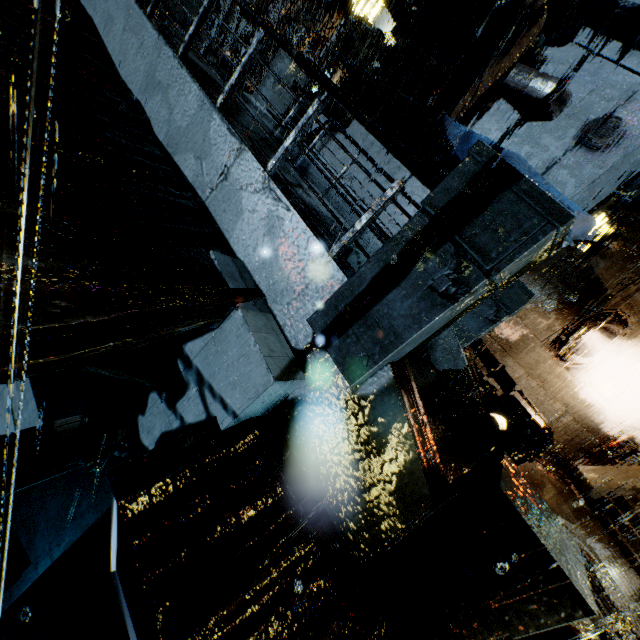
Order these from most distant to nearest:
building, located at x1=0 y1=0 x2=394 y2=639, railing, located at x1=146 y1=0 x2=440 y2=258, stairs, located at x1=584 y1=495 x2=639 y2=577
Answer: stairs, located at x1=584 y1=495 x2=639 y2=577 → railing, located at x1=146 y1=0 x2=440 y2=258 → building, located at x1=0 y1=0 x2=394 y2=639

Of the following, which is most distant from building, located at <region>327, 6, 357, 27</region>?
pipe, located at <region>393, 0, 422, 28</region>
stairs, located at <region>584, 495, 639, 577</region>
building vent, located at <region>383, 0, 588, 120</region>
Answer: pipe, located at <region>393, 0, 422, 28</region>

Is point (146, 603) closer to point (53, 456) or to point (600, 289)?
point (53, 456)

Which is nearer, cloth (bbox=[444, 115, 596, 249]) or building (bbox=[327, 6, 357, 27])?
cloth (bbox=[444, 115, 596, 249])

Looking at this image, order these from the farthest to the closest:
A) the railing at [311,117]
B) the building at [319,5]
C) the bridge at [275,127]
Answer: the building at [319,5]
the bridge at [275,127]
the railing at [311,117]

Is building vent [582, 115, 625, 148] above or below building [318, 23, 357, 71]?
above

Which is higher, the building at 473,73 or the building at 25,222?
the building at 473,73

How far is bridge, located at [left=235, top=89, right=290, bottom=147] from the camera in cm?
720
